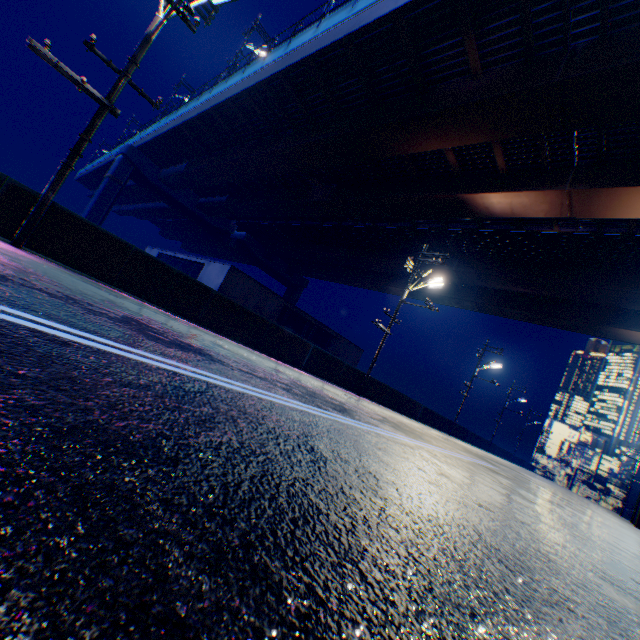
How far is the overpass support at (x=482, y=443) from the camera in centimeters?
3142cm

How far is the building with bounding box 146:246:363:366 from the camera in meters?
23.2 m

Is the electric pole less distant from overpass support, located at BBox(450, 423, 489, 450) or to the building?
overpass support, located at BBox(450, 423, 489, 450)

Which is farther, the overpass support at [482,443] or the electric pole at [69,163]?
the overpass support at [482,443]

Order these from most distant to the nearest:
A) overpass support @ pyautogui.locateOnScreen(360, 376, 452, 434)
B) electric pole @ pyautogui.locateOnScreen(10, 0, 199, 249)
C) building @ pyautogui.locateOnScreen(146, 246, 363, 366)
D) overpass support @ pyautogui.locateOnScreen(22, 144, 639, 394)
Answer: building @ pyautogui.locateOnScreen(146, 246, 363, 366), overpass support @ pyautogui.locateOnScreen(360, 376, 452, 434), overpass support @ pyautogui.locateOnScreen(22, 144, 639, 394), electric pole @ pyautogui.locateOnScreen(10, 0, 199, 249)

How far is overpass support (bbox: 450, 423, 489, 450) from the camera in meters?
31.4 m

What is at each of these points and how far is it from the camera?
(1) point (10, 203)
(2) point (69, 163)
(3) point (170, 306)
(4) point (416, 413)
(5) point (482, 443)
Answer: (1) overpass support, 7.3m
(2) electric pole, 7.5m
(3) overpass support, 10.2m
(4) overpass support, 24.4m
(5) overpass support, 39.1m
